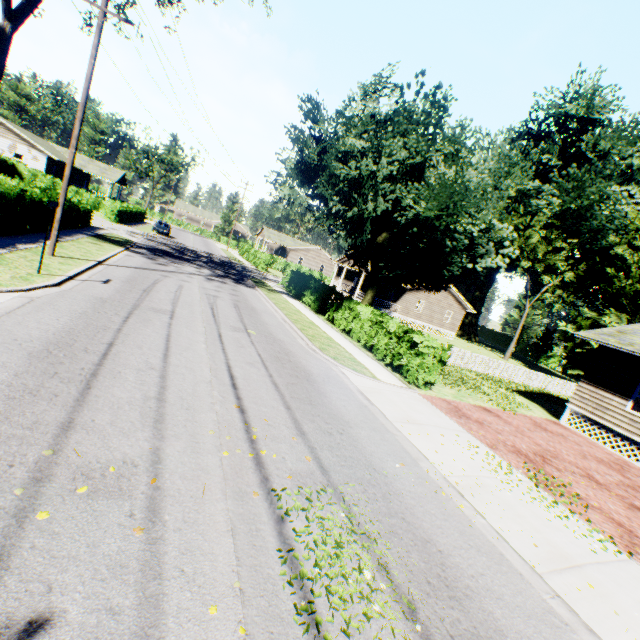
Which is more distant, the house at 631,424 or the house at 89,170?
the house at 89,170

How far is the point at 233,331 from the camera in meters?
11.7

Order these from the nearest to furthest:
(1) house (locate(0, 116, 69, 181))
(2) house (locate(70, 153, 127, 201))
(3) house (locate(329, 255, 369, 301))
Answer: (1) house (locate(0, 116, 69, 181)) → (3) house (locate(329, 255, 369, 301)) → (2) house (locate(70, 153, 127, 201))

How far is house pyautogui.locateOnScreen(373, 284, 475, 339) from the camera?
38.6 meters

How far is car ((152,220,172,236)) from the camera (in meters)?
39.78

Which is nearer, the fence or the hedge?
the hedge

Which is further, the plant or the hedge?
the plant

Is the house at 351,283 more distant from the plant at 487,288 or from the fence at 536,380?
the fence at 536,380
